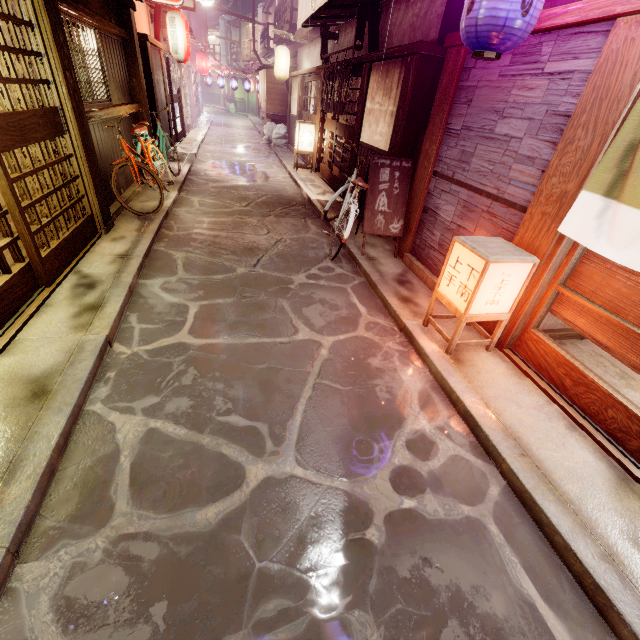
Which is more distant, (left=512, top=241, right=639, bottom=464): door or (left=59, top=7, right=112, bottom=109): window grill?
(left=59, top=7, right=112, bottom=109): window grill

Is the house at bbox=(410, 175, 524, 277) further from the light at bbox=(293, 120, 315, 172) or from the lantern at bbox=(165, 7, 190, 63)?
the lantern at bbox=(165, 7, 190, 63)

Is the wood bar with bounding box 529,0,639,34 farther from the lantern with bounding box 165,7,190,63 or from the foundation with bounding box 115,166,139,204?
the lantern with bounding box 165,7,190,63

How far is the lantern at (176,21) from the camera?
16.50m

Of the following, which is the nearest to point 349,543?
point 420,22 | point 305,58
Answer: point 420,22

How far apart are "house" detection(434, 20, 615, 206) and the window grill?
9.2m

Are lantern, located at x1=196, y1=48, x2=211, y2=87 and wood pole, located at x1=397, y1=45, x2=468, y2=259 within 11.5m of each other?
no

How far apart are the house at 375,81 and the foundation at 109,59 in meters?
9.1 m
